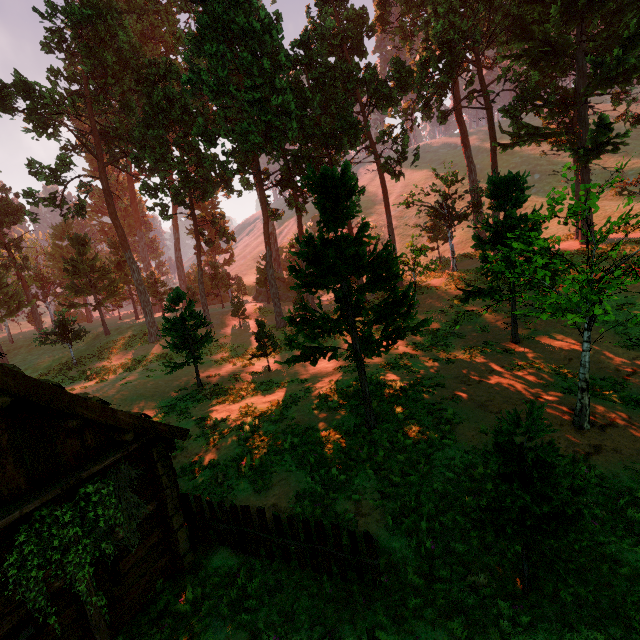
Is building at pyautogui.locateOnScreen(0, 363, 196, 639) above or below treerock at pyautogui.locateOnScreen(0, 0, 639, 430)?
below

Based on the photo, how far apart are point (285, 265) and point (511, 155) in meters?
46.0

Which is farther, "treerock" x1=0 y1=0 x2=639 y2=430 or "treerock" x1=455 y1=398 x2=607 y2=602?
"treerock" x1=0 y1=0 x2=639 y2=430

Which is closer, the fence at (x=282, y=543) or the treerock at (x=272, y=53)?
the fence at (x=282, y=543)

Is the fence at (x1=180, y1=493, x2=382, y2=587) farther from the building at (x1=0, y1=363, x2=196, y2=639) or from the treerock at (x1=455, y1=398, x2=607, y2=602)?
the treerock at (x1=455, y1=398, x2=607, y2=602)

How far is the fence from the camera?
6.4m

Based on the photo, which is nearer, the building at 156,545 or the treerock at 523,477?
the treerock at 523,477

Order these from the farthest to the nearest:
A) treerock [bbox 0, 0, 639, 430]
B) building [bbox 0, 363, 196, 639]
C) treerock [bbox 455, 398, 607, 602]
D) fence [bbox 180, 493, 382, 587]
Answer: treerock [bbox 0, 0, 639, 430], fence [bbox 180, 493, 382, 587], building [bbox 0, 363, 196, 639], treerock [bbox 455, 398, 607, 602]
